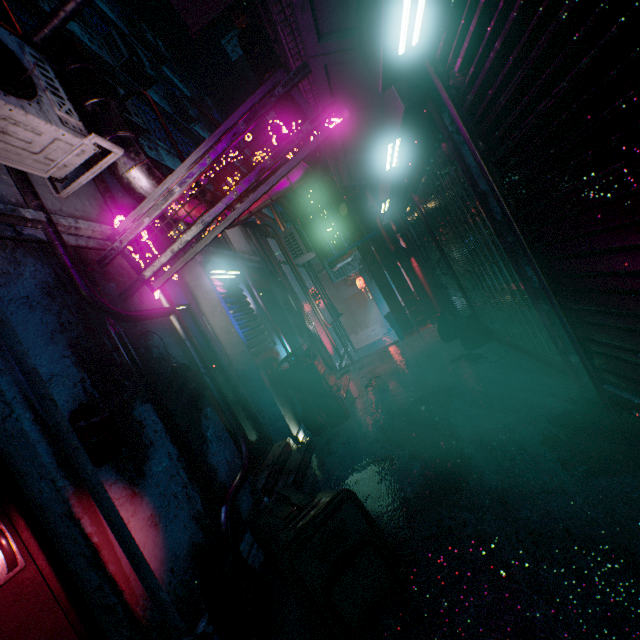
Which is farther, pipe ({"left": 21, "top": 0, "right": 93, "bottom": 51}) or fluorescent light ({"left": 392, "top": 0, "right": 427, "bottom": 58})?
pipe ({"left": 21, "top": 0, "right": 93, "bottom": 51})

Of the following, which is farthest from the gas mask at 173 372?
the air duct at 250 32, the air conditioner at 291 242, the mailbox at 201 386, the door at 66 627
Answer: the air conditioner at 291 242

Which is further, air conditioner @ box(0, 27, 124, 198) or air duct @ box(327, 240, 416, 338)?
air duct @ box(327, 240, 416, 338)

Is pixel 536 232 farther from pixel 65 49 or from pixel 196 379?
pixel 65 49

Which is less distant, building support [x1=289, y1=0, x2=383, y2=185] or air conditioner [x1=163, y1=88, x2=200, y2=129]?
building support [x1=289, y1=0, x2=383, y2=185]

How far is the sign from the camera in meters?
2.2 m

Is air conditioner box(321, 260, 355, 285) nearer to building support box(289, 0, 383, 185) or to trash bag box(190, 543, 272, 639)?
building support box(289, 0, 383, 185)

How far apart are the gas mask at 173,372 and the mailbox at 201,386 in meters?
0.1 m
